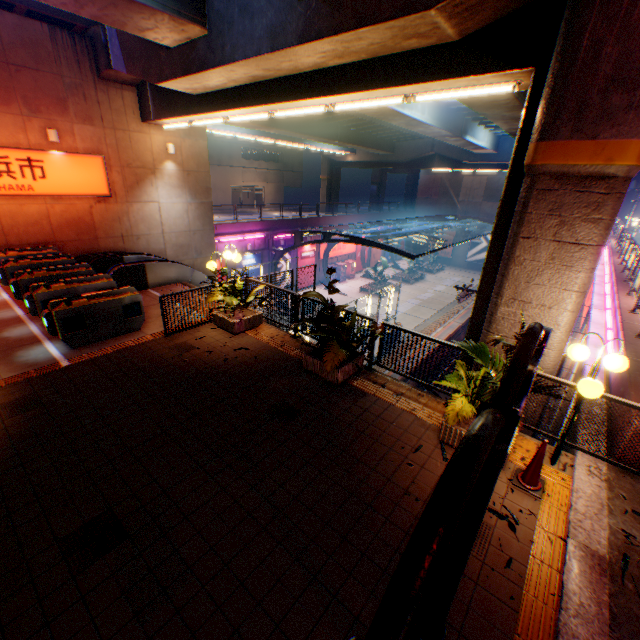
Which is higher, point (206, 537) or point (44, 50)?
point (44, 50)

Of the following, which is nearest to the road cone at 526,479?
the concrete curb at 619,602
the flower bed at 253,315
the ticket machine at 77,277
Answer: the concrete curb at 619,602

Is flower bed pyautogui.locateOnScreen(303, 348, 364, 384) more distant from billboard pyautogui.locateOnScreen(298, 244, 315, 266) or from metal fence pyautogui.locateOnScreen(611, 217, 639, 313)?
billboard pyautogui.locateOnScreen(298, 244, 315, 266)

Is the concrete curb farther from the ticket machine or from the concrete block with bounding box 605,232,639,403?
the ticket machine

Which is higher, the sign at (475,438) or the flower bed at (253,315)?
the sign at (475,438)

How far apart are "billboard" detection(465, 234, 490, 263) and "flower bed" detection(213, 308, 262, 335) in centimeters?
4181cm

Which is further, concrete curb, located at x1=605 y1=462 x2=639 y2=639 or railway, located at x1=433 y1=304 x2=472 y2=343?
railway, located at x1=433 y1=304 x2=472 y2=343

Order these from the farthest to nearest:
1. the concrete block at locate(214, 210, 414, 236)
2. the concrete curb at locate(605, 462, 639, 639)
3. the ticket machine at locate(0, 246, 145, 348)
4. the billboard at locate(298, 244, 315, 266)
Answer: the billboard at locate(298, 244, 315, 266)
the concrete block at locate(214, 210, 414, 236)
the ticket machine at locate(0, 246, 145, 348)
the concrete curb at locate(605, 462, 639, 639)
